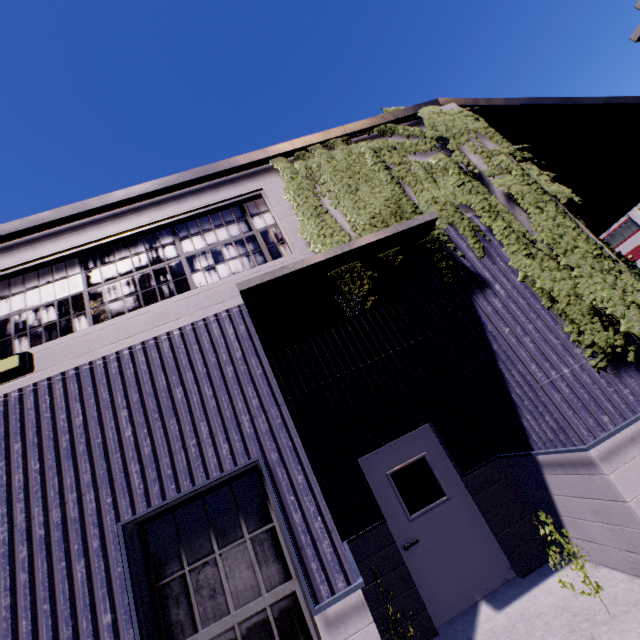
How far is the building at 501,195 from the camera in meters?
5.0 m

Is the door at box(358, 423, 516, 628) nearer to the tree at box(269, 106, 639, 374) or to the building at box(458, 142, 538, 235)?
the building at box(458, 142, 538, 235)

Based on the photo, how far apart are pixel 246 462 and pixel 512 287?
4.3 meters

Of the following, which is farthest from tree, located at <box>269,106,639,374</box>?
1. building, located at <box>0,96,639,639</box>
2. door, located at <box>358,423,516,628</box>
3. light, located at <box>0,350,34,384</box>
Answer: light, located at <box>0,350,34,384</box>

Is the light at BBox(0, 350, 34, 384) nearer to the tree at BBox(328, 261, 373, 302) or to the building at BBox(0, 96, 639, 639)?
the building at BBox(0, 96, 639, 639)

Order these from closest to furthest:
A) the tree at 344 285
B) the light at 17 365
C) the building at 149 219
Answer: the building at 149 219, the light at 17 365, the tree at 344 285

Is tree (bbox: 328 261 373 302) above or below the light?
below

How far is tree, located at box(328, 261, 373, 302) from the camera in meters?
4.5
